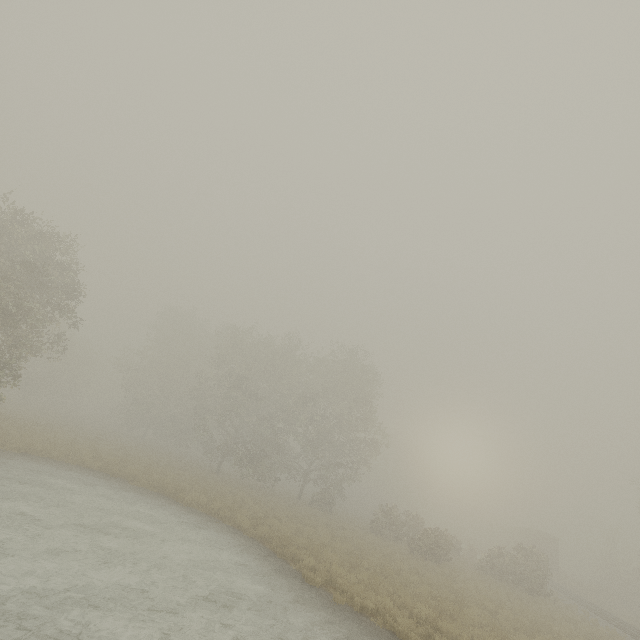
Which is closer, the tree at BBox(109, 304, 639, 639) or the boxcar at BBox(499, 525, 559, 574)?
the tree at BBox(109, 304, 639, 639)

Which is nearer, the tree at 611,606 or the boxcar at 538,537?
the tree at 611,606

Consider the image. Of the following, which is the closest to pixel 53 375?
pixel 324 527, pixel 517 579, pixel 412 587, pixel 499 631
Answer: pixel 324 527

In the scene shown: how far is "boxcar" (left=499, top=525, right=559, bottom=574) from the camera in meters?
40.0 m

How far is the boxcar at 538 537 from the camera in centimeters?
4000cm
